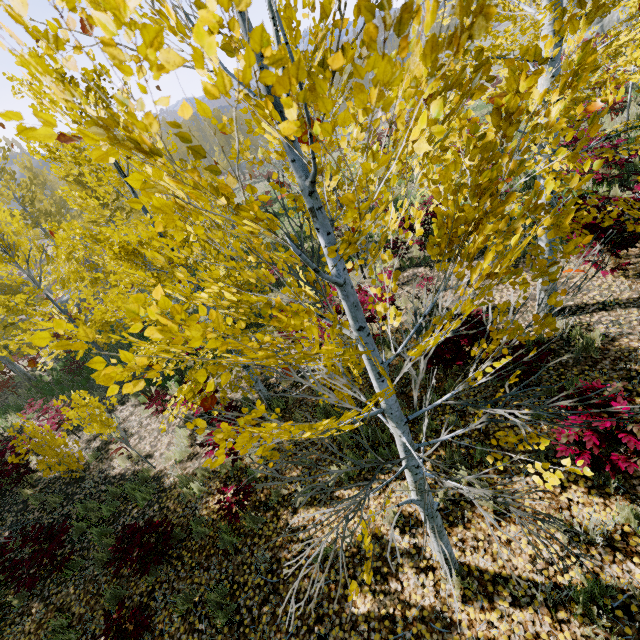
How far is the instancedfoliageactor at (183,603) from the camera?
4.41m

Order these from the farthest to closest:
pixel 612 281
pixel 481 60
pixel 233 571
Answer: pixel 612 281, pixel 233 571, pixel 481 60

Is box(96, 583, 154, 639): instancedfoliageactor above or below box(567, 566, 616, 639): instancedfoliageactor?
below

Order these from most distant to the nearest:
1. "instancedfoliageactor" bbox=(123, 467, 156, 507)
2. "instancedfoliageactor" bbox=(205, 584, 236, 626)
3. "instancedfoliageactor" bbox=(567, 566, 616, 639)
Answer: "instancedfoliageactor" bbox=(123, 467, 156, 507) < "instancedfoliageactor" bbox=(205, 584, 236, 626) < "instancedfoliageactor" bbox=(567, 566, 616, 639)

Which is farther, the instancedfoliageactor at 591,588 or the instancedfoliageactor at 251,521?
the instancedfoliageactor at 251,521

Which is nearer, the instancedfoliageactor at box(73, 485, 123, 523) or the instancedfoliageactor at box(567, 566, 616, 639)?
the instancedfoliageactor at box(567, 566, 616, 639)
